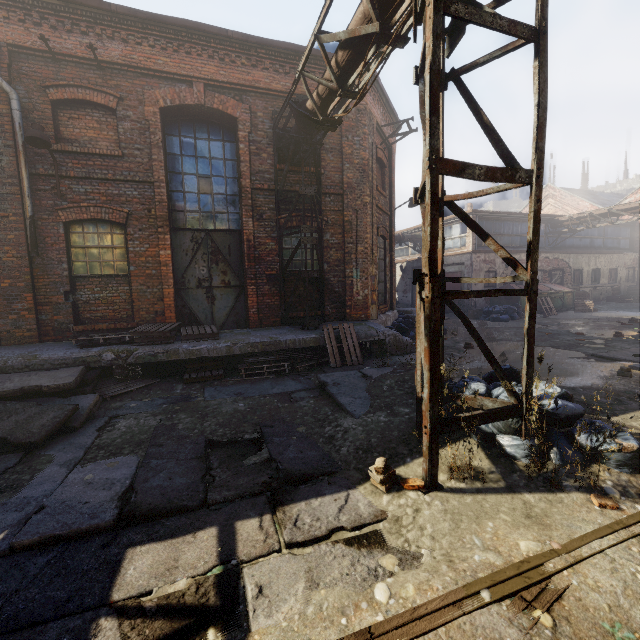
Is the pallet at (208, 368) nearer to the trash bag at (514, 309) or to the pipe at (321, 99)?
the pipe at (321, 99)

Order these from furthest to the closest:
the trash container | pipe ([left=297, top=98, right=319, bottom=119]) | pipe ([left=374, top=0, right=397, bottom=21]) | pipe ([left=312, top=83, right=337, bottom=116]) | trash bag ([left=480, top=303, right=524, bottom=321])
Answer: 1. the trash container
2. trash bag ([left=480, top=303, right=524, bottom=321])
3. pipe ([left=297, top=98, right=319, bottom=119])
4. pipe ([left=312, top=83, right=337, bottom=116])
5. pipe ([left=374, top=0, right=397, bottom=21])

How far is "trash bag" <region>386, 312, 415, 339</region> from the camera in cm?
1044

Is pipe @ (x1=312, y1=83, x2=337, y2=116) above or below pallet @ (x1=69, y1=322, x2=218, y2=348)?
above

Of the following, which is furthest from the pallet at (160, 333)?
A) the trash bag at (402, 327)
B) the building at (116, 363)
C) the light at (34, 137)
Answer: the trash bag at (402, 327)

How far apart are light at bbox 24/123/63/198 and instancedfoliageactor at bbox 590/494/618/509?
10.02m

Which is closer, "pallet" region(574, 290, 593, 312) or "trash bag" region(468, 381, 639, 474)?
"trash bag" region(468, 381, 639, 474)

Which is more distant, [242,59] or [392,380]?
[242,59]
